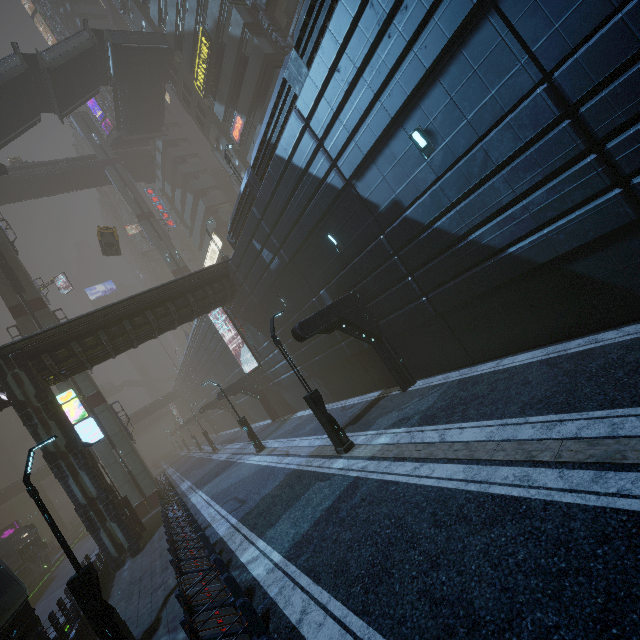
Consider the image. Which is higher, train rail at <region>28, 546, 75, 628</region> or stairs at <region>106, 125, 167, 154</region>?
stairs at <region>106, 125, 167, 154</region>

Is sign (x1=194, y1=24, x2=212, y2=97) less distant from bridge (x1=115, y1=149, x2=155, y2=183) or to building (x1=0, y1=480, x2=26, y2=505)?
building (x1=0, y1=480, x2=26, y2=505)

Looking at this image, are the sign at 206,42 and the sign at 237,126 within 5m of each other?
yes

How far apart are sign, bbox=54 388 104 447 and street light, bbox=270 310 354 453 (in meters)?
12.15

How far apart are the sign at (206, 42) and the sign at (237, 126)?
4.28m

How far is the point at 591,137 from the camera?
7.2 meters

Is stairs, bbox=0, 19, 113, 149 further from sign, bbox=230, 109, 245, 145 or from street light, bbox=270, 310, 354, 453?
street light, bbox=270, 310, 354, 453

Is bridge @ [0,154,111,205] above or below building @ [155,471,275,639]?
above
